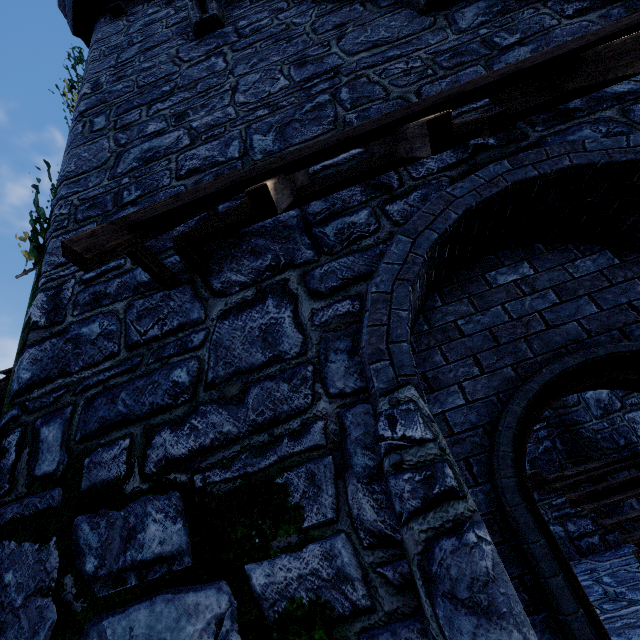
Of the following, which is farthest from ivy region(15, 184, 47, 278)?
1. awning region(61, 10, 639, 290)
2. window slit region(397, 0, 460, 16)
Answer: window slit region(397, 0, 460, 16)

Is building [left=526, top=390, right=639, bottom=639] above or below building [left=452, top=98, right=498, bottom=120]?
below

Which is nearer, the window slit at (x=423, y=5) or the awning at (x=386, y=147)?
the awning at (x=386, y=147)

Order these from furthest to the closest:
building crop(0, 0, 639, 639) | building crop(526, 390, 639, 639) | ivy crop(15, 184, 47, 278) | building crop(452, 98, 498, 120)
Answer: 1. building crop(526, 390, 639, 639)
2. ivy crop(15, 184, 47, 278)
3. building crop(452, 98, 498, 120)
4. building crop(0, 0, 639, 639)

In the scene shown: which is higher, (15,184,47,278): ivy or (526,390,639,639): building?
(15,184,47,278): ivy

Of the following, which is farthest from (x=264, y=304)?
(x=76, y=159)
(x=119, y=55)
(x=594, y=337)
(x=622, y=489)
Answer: (x=622, y=489)

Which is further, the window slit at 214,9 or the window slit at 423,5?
the window slit at 214,9

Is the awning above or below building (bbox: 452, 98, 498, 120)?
below
